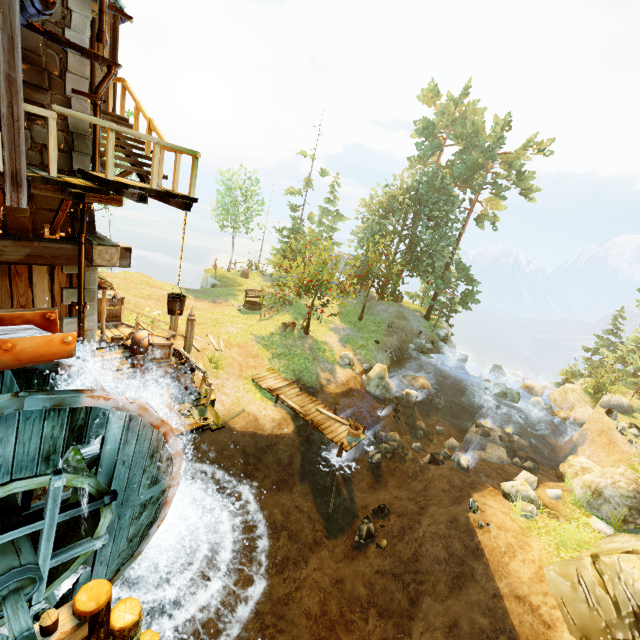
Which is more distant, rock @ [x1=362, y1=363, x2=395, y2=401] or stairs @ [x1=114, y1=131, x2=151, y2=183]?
rock @ [x1=362, y1=363, x2=395, y2=401]

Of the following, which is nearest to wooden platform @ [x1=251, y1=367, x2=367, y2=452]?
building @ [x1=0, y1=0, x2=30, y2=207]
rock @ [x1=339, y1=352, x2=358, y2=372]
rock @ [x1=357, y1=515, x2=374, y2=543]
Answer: rock @ [x1=357, y1=515, x2=374, y2=543]

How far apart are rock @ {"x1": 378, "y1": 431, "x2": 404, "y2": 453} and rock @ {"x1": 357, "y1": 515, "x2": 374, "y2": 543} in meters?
3.7 m

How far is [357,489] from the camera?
A: 15.9m

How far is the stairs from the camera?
7.45m

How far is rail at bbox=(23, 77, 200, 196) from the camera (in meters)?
5.05

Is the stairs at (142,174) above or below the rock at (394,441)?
above

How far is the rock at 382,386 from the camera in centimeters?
2072cm
